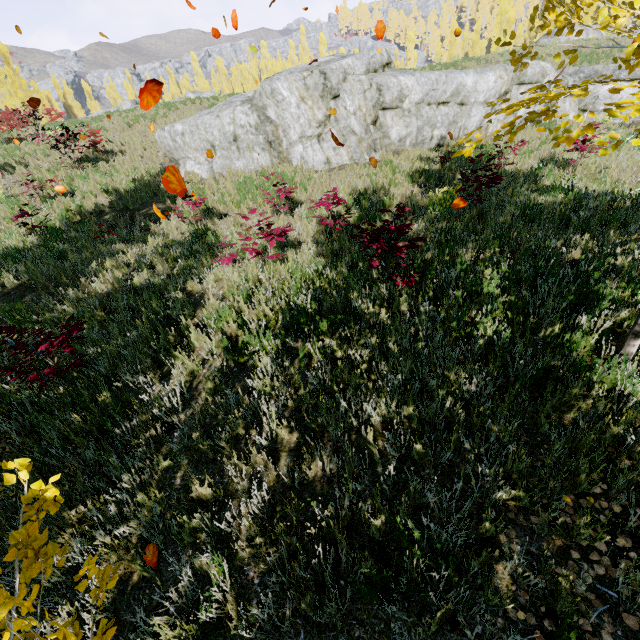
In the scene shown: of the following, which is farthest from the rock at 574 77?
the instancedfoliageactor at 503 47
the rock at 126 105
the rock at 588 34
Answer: the rock at 126 105

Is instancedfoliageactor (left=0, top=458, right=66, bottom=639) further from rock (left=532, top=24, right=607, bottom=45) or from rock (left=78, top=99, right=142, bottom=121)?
rock (left=532, top=24, right=607, bottom=45)

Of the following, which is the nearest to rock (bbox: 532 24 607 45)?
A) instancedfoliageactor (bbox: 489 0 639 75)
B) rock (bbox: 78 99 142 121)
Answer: instancedfoliageactor (bbox: 489 0 639 75)

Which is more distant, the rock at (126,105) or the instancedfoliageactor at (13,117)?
the rock at (126,105)

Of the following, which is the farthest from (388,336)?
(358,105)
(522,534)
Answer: (358,105)

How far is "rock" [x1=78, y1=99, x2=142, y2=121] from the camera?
21.3 meters

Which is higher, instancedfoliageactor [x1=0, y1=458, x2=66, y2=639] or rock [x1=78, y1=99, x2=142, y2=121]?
rock [x1=78, y1=99, x2=142, y2=121]

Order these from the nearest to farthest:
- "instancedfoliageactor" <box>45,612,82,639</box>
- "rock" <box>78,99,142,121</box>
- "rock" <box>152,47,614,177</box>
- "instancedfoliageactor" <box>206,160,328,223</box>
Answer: "instancedfoliageactor" <box>45,612,82,639</box> < "instancedfoliageactor" <box>206,160,328,223</box> < "rock" <box>152,47,614,177</box> < "rock" <box>78,99,142,121</box>
